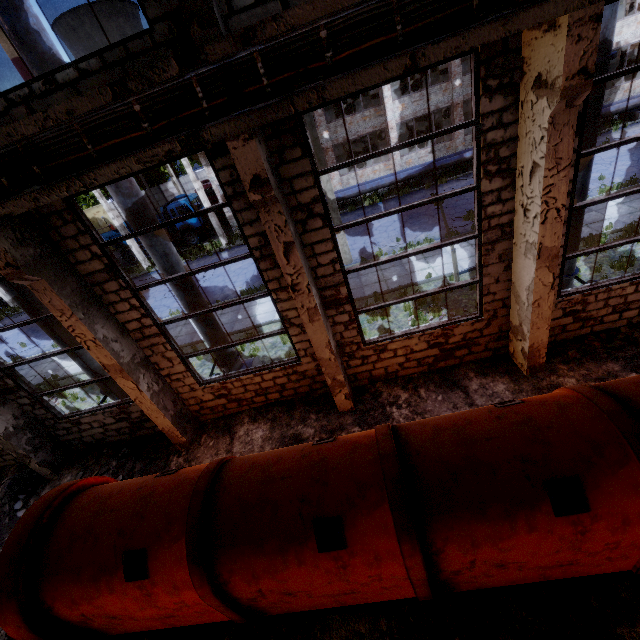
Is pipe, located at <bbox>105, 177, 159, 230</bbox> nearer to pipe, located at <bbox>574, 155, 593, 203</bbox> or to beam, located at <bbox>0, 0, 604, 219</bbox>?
beam, located at <bbox>0, 0, 604, 219</bbox>

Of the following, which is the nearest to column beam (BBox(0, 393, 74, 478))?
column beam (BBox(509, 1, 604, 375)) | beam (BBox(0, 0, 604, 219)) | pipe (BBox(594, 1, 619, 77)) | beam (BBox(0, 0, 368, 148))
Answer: beam (BBox(0, 0, 604, 219))

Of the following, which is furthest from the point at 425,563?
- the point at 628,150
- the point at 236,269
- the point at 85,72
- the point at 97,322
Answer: the point at 628,150

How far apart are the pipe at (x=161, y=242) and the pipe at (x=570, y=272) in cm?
873

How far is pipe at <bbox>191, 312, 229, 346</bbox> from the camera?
8.6 meters

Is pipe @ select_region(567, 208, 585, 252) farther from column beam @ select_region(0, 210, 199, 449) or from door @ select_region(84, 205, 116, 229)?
door @ select_region(84, 205, 116, 229)

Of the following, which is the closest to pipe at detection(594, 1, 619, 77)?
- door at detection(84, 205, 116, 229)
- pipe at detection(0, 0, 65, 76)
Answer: pipe at detection(0, 0, 65, 76)
